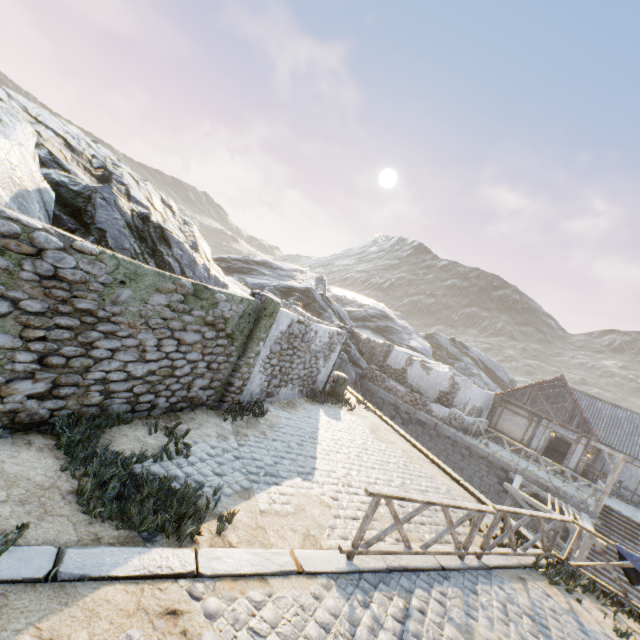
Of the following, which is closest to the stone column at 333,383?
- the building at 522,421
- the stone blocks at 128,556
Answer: the stone blocks at 128,556

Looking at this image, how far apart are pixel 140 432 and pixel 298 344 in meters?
5.5 m

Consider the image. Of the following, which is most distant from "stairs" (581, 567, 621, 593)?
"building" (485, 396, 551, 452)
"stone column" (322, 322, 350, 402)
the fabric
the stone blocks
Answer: "stone column" (322, 322, 350, 402)

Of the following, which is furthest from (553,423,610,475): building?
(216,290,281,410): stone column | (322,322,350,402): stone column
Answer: (216,290,281,410): stone column

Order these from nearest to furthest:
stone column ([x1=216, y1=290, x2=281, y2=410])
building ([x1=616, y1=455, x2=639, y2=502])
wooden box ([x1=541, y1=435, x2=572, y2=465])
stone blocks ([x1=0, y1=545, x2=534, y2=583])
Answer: stone blocks ([x1=0, y1=545, x2=534, y2=583]), stone column ([x1=216, y1=290, x2=281, y2=410]), building ([x1=616, y1=455, x2=639, y2=502]), wooden box ([x1=541, y1=435, x2=572, y2=465])

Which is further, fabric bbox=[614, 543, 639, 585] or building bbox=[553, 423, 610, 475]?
building bbox=[553, 423, 610, 475]

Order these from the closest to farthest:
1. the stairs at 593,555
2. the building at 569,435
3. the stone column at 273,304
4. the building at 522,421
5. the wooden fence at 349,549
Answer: the wooden fence at 349,549, the stone column at 273,304, the stairs at 593,555, the building at 569,435, the building at 522,421

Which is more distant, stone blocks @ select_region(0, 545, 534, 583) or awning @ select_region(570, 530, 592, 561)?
awning @ select_region(570, 530, 592, 561)
